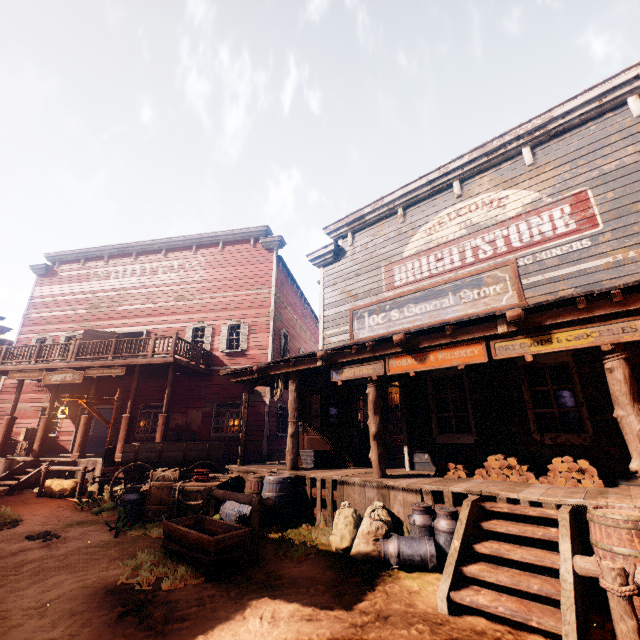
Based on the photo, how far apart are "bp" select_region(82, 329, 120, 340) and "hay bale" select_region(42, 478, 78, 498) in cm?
693

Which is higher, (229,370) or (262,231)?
(262,231)

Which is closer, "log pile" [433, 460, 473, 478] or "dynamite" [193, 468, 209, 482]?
"log pile" [433, 460, 473, 478]

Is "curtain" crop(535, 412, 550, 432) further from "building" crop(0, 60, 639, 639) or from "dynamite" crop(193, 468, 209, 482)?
"dynamite" crop(193, 468, 209, 482)

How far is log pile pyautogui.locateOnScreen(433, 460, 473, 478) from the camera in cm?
648

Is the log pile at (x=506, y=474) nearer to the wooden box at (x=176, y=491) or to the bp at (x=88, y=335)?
the wooden box at (x=176, y=491)

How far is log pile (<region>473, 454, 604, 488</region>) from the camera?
5.27m

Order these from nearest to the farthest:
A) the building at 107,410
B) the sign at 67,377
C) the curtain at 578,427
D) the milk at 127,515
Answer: the curtain at 578,427 < the milk at 127,515 < the sign at 67,377 < the building at 107,410
